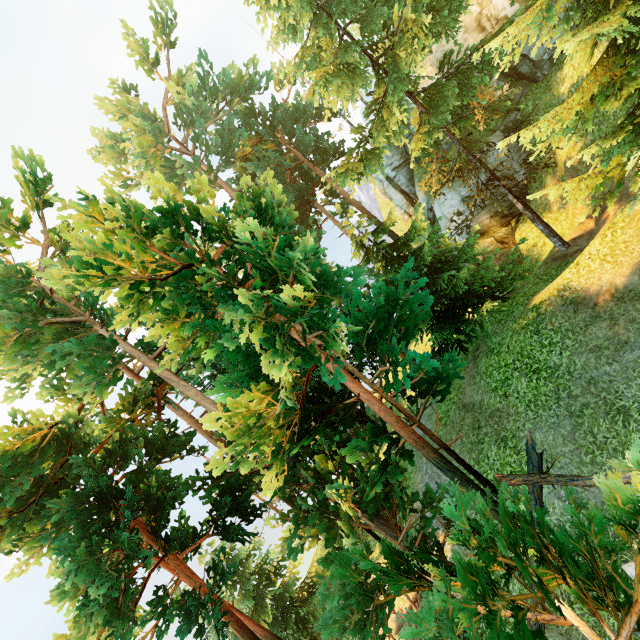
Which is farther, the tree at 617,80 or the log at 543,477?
the log at 543,477

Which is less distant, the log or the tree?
the tree

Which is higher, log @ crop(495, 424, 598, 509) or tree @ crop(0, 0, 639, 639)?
tree @ crop(0, 0, 639, 639)

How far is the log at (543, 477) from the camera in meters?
8.5

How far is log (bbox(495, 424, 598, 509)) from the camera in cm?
852

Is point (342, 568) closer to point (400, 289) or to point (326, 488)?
point (326, 488)
